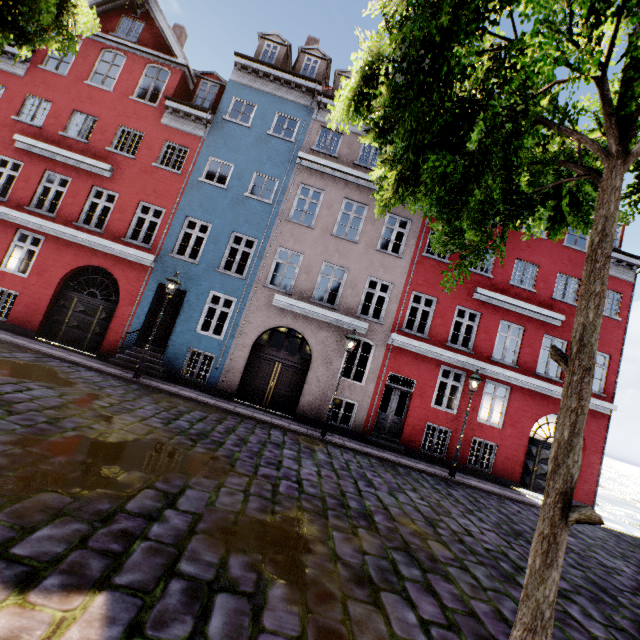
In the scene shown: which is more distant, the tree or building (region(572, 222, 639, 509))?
building (region(572, 222, 639, 509))

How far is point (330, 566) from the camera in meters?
4.1 m

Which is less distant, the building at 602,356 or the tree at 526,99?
the tree at 526,99
